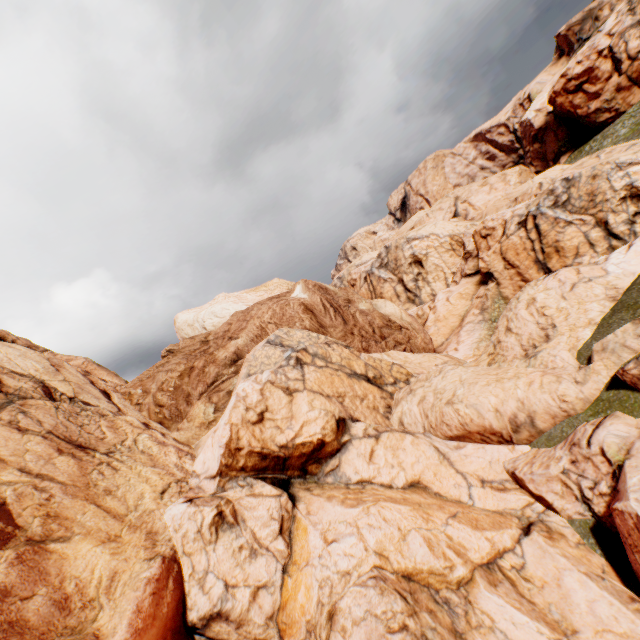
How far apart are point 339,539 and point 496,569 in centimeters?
379cm
